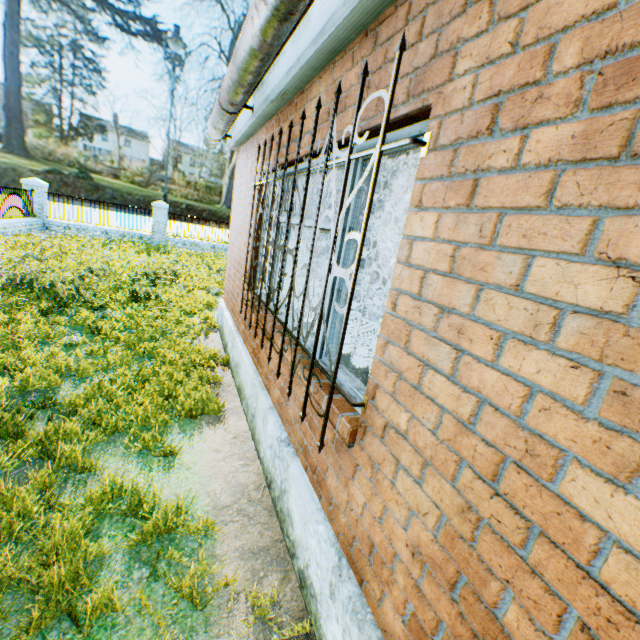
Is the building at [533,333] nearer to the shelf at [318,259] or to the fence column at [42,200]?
the shelf at [318,259]

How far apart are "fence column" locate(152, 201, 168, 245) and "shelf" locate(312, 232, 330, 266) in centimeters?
1434cm

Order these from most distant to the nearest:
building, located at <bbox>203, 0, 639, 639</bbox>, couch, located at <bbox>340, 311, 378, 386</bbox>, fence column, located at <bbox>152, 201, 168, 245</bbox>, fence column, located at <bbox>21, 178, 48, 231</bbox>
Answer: fence column, located at <bbox>152, 201, 168, 245</bbox> < fence column, located at <bbox>21, 178, 48, 231</bbox> < couch, located at <bbox>340, 311, 378, 386</bbox> < building, located at <bbox>203, 0, 639, 639</bbox>

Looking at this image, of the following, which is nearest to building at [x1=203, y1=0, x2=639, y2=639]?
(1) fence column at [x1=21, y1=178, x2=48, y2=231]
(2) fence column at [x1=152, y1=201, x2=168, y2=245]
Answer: (2) fence column at [x1=152, y1=201, x2=168, y2=245]

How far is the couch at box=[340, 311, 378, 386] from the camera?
2.7m

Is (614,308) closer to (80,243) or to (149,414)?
(149,414)

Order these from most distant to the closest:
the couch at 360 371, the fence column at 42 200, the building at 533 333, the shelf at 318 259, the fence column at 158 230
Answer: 1. the fence column at 158 230
2. the fence column at 42 200
3. the shelf at 318 259
4. the couch at 360 371
5. the building at 533 333

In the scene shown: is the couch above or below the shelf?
below
